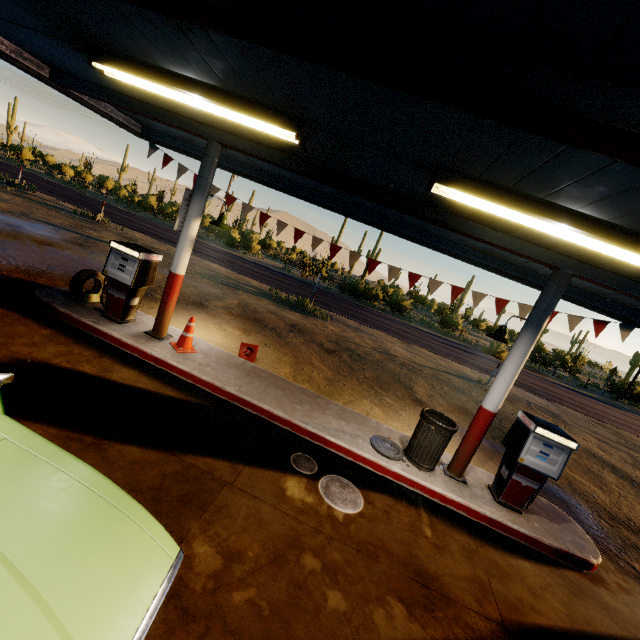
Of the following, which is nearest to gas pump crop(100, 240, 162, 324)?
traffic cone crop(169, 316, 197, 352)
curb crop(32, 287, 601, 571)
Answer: curb crop(32, 287, 601, 571)

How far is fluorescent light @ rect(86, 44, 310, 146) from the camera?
3.76m

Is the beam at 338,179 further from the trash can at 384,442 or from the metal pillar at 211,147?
the trash can at 384,442

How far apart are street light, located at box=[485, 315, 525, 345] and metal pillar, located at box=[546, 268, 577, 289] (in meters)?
0.00

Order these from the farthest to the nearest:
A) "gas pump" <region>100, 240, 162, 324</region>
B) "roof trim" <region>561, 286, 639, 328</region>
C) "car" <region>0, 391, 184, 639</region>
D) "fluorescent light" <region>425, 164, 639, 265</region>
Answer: "roof trim" <region>561, 286, 639, 328</region> < "gas pump" <region>100, 240, 162, 324</region> < "fluorescent light" <region>425, 164, 639, 265</region> < "car" <region>0, 391, 184, 639</region>

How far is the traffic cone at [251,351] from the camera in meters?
7.4

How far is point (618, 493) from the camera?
8.13m

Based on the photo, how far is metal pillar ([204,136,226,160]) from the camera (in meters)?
5.72
